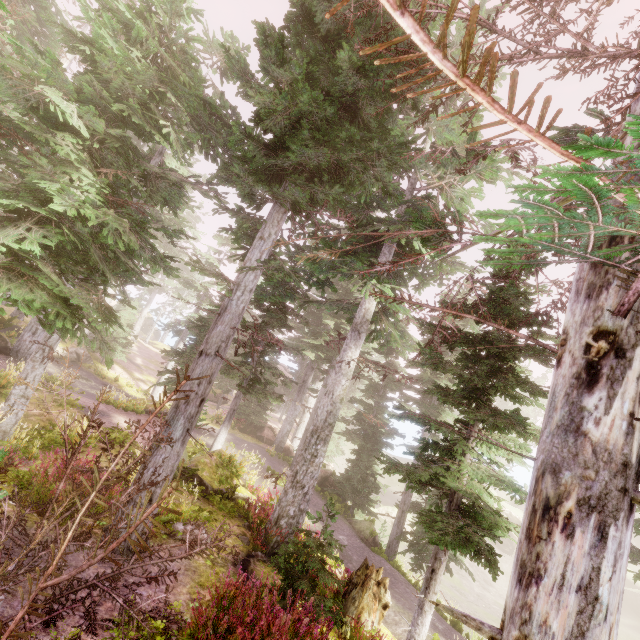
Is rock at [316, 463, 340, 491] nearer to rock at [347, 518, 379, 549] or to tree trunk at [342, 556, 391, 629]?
rock at [347, 518, 379, 549]

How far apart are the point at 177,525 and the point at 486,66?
10.81m

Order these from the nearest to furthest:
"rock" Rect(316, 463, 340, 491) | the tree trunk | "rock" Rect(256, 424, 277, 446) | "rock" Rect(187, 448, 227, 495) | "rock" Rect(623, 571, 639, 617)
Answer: the tree trunk < "rock" Rect(187, 448, 227, 495) < "rock" Rect(316, 463, 340, 491) < "rock" Rect(256, 424, 277, 446) < "rock" Rect(623, 571, 639, 617)

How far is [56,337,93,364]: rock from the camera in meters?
26.5 m

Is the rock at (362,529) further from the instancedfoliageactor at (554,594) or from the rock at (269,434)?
the rock at (269,434)

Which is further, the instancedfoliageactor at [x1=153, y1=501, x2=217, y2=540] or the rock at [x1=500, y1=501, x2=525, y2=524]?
the rock at [x1=500, y1=501, x2=525, y2=524]

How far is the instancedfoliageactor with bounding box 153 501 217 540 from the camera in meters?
7.6 m

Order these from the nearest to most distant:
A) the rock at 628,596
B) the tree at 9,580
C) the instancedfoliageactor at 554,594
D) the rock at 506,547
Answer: the tree at 9,580 < the instancedfoliageactor at 554,594 < the rock at 628,596 < the rock at 506,547
